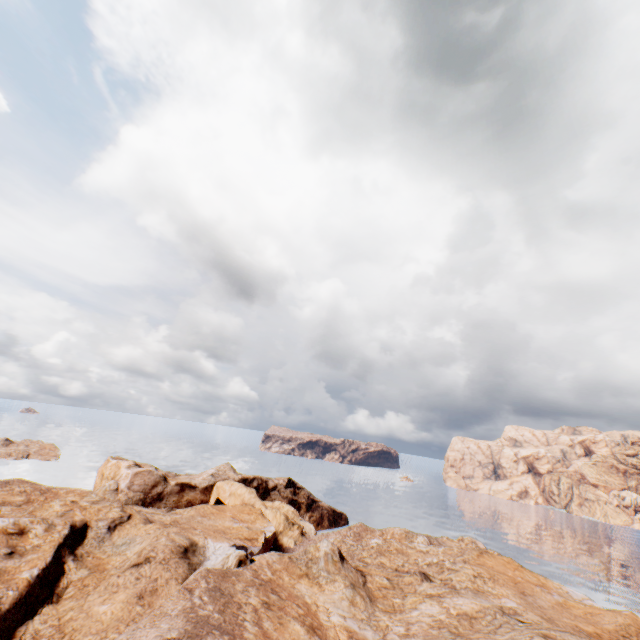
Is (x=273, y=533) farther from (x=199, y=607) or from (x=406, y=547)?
(x=199, y=607)
